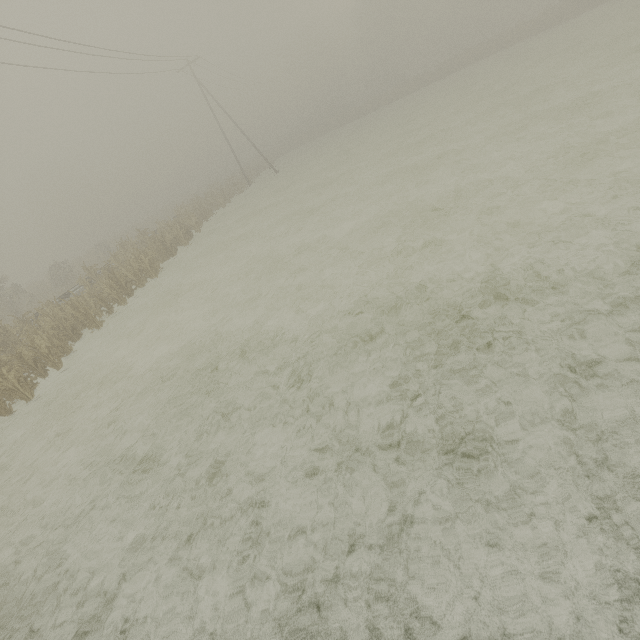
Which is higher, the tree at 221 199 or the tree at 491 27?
the tree at 491 27

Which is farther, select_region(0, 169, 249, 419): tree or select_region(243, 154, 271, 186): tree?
select_region(243, 154, 271, 186): tree

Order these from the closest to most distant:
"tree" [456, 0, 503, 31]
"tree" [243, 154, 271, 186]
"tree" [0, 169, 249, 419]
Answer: "tree" [0, 169, 249, 419], "tree" [243, 154, 271, 186], "tree" [456, 0, 503, 31]

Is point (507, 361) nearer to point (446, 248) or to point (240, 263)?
point (446, 248)

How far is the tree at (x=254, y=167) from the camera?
41.53m

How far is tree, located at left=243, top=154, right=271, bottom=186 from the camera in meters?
41.5 m

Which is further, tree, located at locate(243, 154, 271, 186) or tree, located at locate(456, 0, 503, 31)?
tree, located at locate(456, 0, 503, 31)
